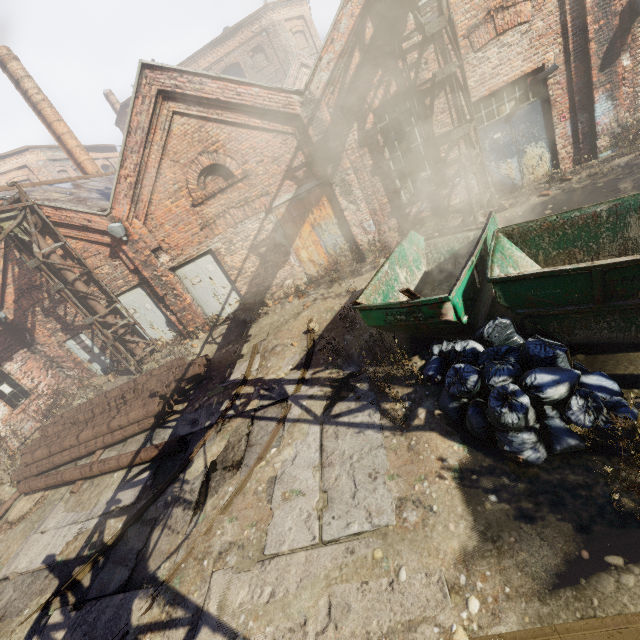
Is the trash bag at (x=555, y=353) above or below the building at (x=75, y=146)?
below

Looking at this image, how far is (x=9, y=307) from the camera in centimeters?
1187cm

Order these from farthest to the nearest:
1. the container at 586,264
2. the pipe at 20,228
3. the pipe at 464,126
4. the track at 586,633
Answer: the pipe at 20,228 → the pipe at 464,126 → the container at 586,264 → the track at 586,633

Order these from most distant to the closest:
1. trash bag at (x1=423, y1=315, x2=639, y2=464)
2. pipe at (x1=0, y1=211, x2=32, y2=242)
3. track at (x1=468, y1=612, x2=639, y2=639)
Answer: pipe at (x1=0, y1=211, x2=32, y2=242), trash bag at (x1=423, y1=315, x2=639, y2=464), track at (x1=468, y1=612, x2=639, y2=639)

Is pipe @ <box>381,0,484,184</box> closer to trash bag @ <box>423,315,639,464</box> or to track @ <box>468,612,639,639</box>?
track @ <box>468,612,639,639</box>

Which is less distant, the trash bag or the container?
the trash bag

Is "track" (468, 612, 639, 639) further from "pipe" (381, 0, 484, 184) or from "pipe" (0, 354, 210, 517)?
"pipe" (0, 354, 210, 517)

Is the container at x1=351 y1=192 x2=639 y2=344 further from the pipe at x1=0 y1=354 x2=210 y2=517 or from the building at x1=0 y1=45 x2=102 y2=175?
the building at x1=0 y1=45 x2=102 y2=175
